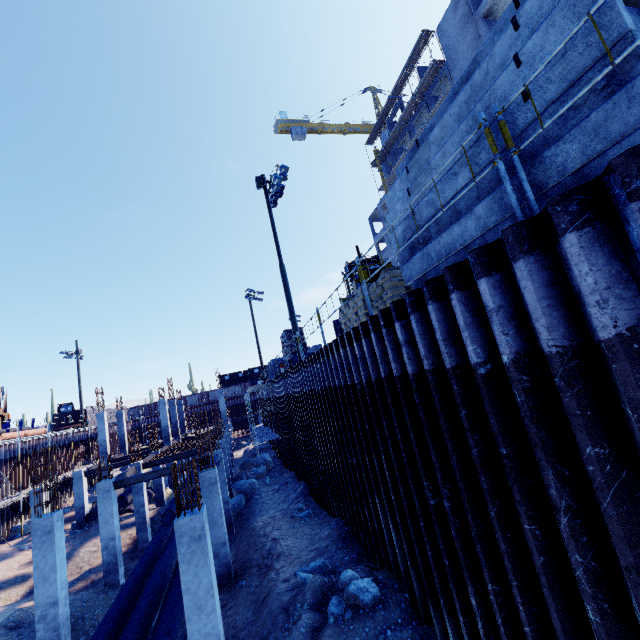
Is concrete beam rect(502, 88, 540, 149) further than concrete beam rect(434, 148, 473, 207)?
No

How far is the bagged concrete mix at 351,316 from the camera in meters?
8.9 m

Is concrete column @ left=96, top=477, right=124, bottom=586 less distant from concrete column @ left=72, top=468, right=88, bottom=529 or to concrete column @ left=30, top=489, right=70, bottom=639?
concrete column @ left=30, top=489, right=70, bottom=639

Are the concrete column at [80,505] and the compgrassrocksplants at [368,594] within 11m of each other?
no

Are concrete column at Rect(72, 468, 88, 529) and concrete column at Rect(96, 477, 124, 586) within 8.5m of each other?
no

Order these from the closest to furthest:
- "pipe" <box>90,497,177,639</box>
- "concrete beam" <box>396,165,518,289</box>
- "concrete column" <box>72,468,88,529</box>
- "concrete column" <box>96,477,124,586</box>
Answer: "concrete beam" <box>396,165,518,289</box> → "pipe" <box>90,497,177,639</box> → "concrete column" <box>96,477,124,586</box> → "concrete column" <box>72,468,88,529</box>

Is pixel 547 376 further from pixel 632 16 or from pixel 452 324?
pixel 632 16

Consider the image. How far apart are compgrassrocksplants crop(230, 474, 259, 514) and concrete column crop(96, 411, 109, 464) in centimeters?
1431cm
